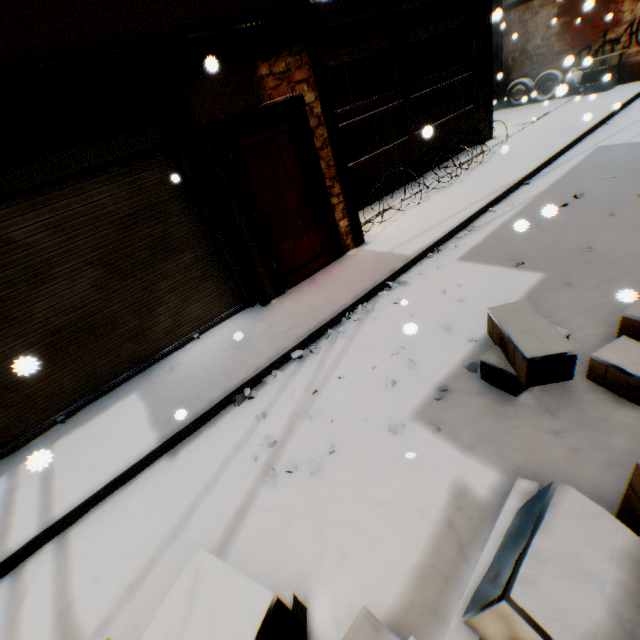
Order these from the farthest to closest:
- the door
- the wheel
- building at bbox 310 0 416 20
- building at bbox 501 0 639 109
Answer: the wheel
building at bbox 501 0 639 109
building at bbox 310 0 416 20
the door

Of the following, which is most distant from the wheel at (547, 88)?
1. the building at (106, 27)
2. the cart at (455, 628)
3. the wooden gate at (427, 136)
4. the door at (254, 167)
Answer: the cart at (455, 628)

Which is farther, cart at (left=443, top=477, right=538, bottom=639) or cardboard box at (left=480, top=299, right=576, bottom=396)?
cardboard box at (left=480, top=299, right=576, bottom=396)

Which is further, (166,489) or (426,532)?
(166,489)

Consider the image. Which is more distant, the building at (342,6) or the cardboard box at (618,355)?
the building at (342,6)

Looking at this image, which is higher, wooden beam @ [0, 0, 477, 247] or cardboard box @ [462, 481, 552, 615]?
wooden beam @ [0, 0, 477, 247]

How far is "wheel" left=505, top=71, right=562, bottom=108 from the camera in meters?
11.7

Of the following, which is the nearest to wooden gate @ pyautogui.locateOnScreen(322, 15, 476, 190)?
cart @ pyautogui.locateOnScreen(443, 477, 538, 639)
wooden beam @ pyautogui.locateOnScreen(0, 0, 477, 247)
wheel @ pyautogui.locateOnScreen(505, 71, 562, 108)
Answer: wooden beam @ pyautogui.locateOnScreen(0, 0, 477, 247)
